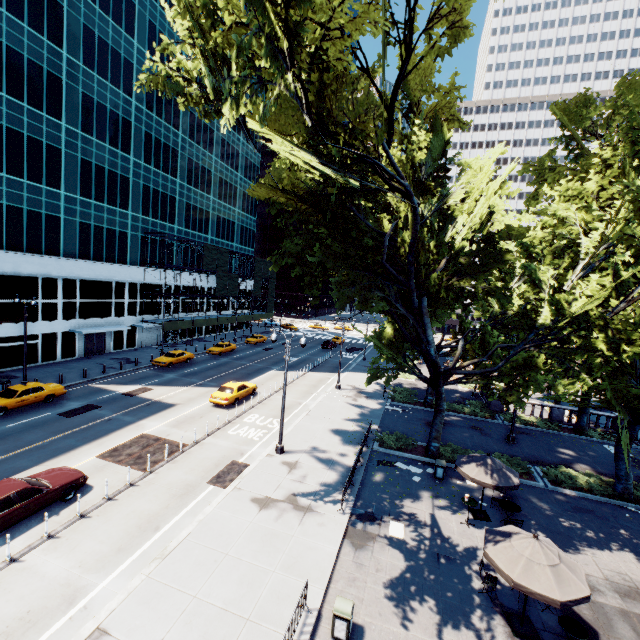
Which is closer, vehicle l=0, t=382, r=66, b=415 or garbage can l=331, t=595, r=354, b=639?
garbage can l=331, t=595, r=354, b=639

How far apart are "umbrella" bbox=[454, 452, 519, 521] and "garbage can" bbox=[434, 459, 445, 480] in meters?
1.9 m

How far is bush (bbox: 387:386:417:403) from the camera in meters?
30.8

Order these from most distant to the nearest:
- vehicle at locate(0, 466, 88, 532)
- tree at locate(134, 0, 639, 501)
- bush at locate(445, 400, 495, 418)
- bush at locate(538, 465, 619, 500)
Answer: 1. bush at locate(445, 400, 495, 418)
2. bush at locate(538, 465, 619, 500)
3. vehicle at locate(0, 466, 88, 532)
4. tree at locate(134, 0, 639, 501)

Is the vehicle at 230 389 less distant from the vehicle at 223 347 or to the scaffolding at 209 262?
the vehicle at 223 347

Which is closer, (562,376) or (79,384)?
(562,376)

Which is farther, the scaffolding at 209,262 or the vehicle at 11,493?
the scaffolding at 209,262

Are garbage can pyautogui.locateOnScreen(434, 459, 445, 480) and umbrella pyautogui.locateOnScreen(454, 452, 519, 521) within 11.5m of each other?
yes
